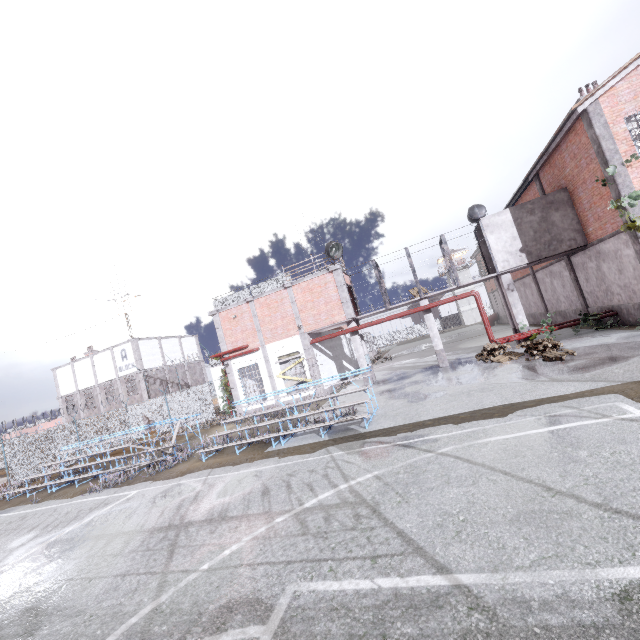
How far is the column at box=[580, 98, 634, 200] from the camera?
12.1m

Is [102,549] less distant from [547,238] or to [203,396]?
[203,396]

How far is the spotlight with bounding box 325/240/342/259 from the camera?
18.5m

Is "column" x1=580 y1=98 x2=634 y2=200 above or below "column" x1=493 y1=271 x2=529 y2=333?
above

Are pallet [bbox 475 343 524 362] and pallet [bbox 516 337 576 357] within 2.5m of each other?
yes

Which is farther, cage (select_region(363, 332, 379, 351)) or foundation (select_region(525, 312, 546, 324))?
cage (select_region(363, 332, 379, 351))

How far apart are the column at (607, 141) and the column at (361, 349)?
12.5m

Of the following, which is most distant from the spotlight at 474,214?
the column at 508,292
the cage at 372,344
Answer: the column at 508,292
